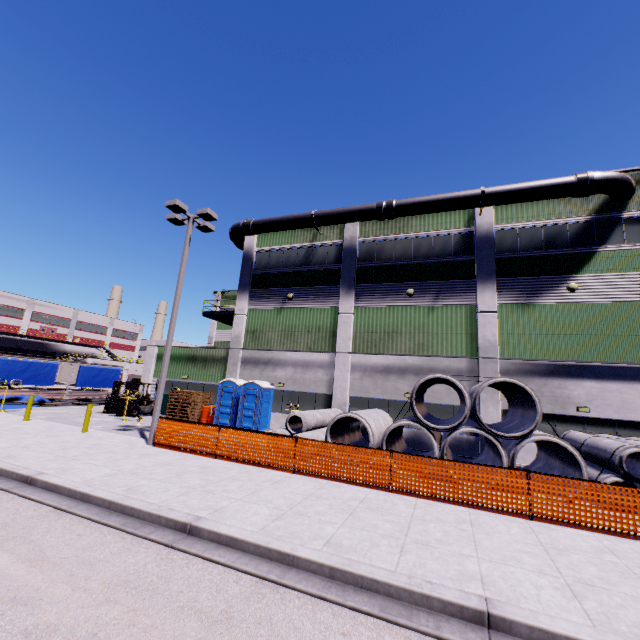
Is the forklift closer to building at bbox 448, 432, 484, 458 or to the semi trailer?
building at bbox 448, 432, 484, 458

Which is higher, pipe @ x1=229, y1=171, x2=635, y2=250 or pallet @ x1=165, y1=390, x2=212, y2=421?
pipe @ x1=229, y1=171, x2=635, y2=250

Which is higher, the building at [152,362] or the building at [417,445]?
the building at [152,362]

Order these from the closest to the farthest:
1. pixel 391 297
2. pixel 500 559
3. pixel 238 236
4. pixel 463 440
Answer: pixel 500 559
pixel 463 440
pixel 391 297
pixel 238 236

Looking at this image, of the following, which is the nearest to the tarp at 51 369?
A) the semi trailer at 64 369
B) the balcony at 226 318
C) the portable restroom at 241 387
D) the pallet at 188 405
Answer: the semi trailer at 64 369

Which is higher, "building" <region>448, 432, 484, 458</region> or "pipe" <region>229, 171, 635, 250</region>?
"pipe" <region>229, 171, 635, 250</region>

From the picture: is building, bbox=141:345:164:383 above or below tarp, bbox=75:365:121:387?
above

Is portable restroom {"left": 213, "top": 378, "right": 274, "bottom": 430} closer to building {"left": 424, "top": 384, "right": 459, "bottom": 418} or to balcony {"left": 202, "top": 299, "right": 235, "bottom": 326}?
building {"left": 424, "top": 384, "right": 459, "bottom": 418}
